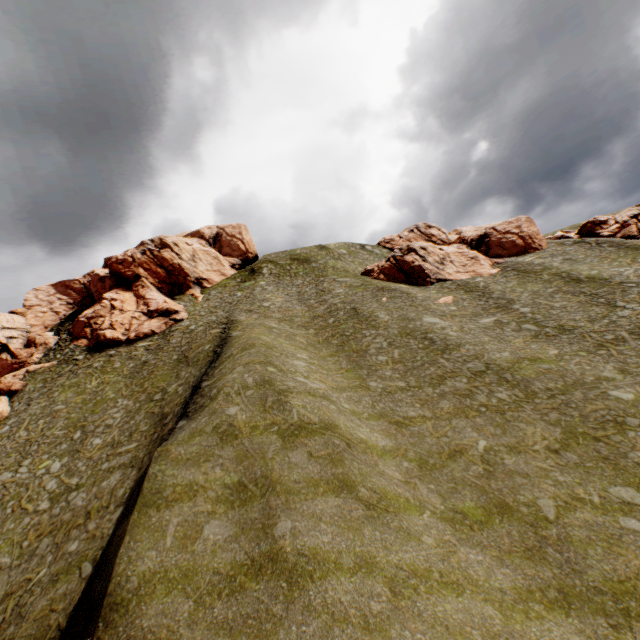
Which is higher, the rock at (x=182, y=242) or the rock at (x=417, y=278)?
the rock at (x=182, y=242)

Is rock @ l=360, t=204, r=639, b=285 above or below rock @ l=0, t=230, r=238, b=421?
below

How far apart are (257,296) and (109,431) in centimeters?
2495cm
